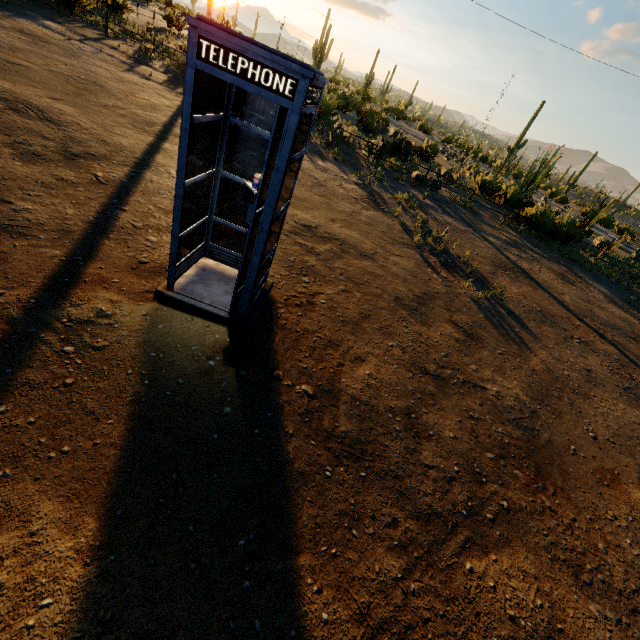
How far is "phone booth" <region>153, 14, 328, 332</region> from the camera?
2.5 meters

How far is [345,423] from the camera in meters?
3.4

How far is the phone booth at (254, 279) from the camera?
2.5 meters
